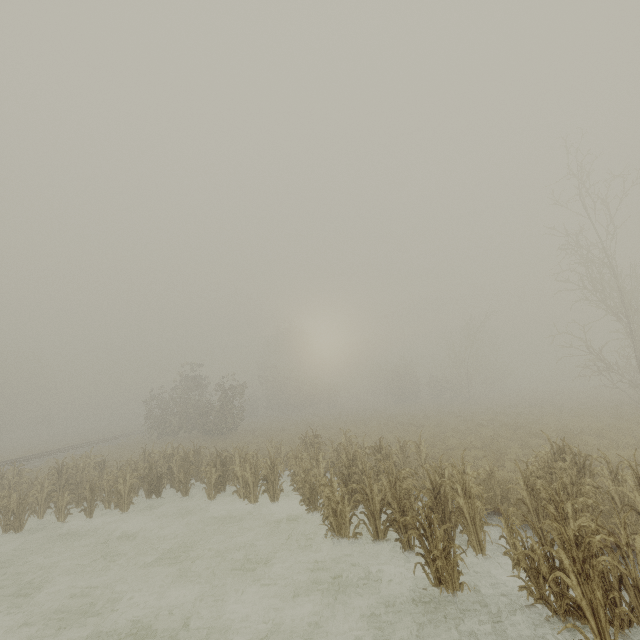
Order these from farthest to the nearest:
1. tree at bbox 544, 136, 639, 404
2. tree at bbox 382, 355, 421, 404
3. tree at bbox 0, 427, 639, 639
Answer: tree at bbox 382, 355, 421, 404 → tree at bbox 544, 136, 639, 404 → tree at bbox 0, 427, 639, 639

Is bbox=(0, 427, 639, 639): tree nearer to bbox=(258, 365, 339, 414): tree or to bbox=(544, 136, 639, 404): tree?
bbox=(544, 136, 639, 404): tree

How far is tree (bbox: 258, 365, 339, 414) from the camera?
47.0m

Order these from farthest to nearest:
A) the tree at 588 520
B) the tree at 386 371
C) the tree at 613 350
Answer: the tree at 386 371
the tree at 613 350
the tree at 588 520

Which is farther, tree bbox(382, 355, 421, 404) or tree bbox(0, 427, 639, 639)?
tree bbox(382, 355, 421, 404)

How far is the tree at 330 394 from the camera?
47.0m

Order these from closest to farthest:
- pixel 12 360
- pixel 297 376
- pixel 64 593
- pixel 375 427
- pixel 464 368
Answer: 1. pixel 64 593
2. pixel 375 427
3. pixel 464 368
4. pixel 297 376
5. pixel 12 360
